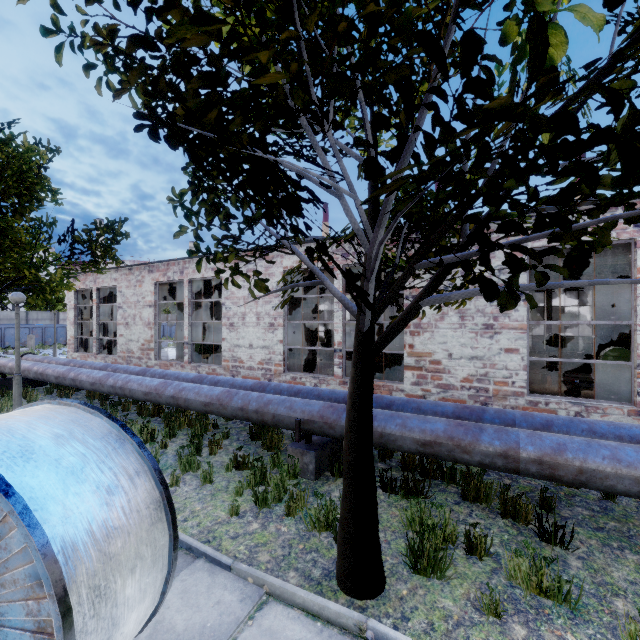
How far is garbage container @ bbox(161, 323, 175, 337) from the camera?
42.6m

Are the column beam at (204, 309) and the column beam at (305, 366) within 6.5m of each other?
yes

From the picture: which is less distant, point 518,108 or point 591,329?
point 518,108

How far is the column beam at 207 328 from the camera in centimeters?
1573cm

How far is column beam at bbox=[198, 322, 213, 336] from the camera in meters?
15.7 m

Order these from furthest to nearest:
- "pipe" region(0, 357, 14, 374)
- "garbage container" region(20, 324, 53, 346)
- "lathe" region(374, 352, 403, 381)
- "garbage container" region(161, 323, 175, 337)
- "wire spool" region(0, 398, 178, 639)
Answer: "garbage container" region(161, 323, 175, 337) → "garbage container" region(20, 324, 53, 346) → "pipe" region(0, 357, 14, 374) → "lathe" region(374, 352, 403, 381) → "wire spool" region(0, 398, 178, 639)

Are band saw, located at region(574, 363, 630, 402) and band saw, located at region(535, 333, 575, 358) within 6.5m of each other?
no

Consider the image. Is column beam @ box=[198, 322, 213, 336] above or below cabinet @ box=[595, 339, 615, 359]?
above
